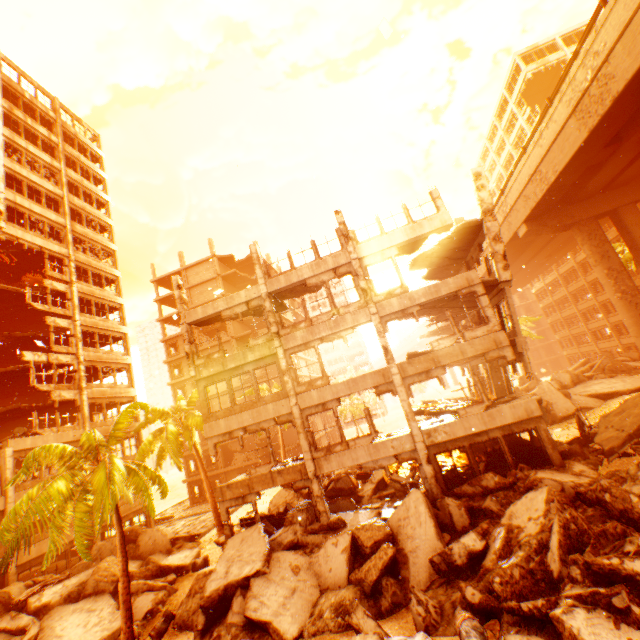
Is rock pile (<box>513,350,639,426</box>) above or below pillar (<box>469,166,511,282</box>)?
below

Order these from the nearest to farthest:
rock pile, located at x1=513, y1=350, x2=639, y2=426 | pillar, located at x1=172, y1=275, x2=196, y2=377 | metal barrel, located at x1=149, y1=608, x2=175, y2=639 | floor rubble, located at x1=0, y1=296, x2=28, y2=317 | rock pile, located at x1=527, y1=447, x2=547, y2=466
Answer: metal barrel, located at x1=149, y1=608, x2=175, y2=639, rock pile, located at x1=527, y1=447, x2=547, y2=466, pillar, located at x1=172, y1=275, x2=196, y2=377, rock pile, located at x1=513, y1=350, x2=639, y2=426, floor rubble, located at x1=0, y1=296, x2=28, y2=317

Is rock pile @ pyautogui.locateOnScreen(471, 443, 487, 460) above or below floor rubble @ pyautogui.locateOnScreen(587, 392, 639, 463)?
below

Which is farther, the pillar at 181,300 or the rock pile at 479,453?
the pillar at 181,300

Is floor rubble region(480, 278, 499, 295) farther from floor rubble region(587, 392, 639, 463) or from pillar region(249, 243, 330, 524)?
floor rubble region(587, 392, 639, 463)

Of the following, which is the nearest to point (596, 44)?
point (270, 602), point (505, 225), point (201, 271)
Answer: point (505, 225)

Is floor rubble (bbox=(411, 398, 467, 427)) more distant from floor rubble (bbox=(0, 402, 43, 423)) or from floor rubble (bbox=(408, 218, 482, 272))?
floor rubble (bbox=(0, 402, 43, 423))

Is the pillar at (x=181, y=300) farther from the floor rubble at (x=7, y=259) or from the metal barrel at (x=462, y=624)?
the floor rubble at (x=7, y=259)
